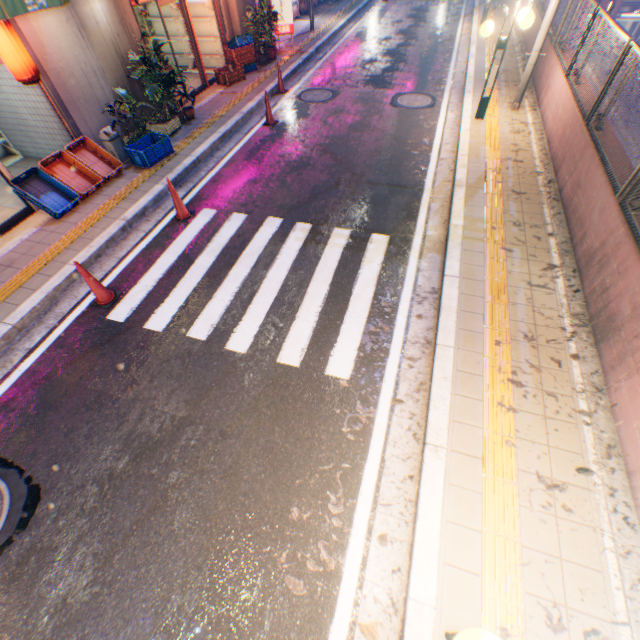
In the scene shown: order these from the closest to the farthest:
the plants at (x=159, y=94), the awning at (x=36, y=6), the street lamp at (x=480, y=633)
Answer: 1. the street lamp at (x=480, y=633)
2. the awning at (x=36, y=6)
3. the plants at (x=159, y=94)

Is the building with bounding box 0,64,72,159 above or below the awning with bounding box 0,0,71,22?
below

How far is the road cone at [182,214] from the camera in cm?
637

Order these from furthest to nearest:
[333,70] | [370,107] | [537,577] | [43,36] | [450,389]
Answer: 1. [333,70]
2. [370,107]
3. [43,36]
4. [450,389]
5. [537,577]

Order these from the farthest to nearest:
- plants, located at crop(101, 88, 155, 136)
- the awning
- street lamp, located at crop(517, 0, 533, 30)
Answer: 1. plants, located at crop(101, 88, 155, 136)
2. street lamp, located at crop(517, 0, 533, 30)
3. the awning

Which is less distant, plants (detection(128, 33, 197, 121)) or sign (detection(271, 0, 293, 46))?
plants (detection(128, 33, 197, 121))

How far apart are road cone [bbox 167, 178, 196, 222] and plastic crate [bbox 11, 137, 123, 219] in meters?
1.9
